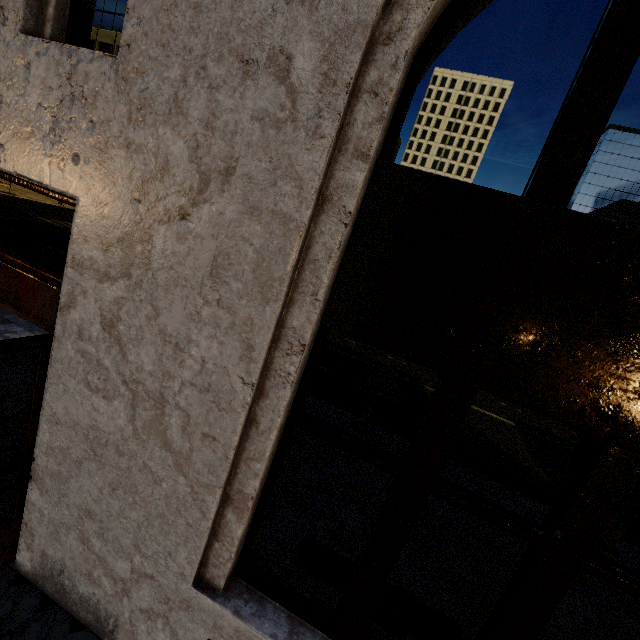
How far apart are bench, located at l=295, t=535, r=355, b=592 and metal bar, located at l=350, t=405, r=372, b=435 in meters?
3.5 m

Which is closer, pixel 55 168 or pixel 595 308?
pixel 595 308

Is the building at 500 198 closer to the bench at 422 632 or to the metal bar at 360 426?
the bench at 422 632

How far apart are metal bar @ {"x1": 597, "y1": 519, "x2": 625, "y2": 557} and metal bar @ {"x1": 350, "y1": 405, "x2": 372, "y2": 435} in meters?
4.6

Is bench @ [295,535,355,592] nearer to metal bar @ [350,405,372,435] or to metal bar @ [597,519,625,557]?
metal bar @ [350,405,372,435]

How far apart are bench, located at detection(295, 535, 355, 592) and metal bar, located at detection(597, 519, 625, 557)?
4.8m

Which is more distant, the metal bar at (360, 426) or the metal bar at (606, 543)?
the metal bar at (360, 426)

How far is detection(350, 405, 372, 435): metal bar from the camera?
7.1 meters
